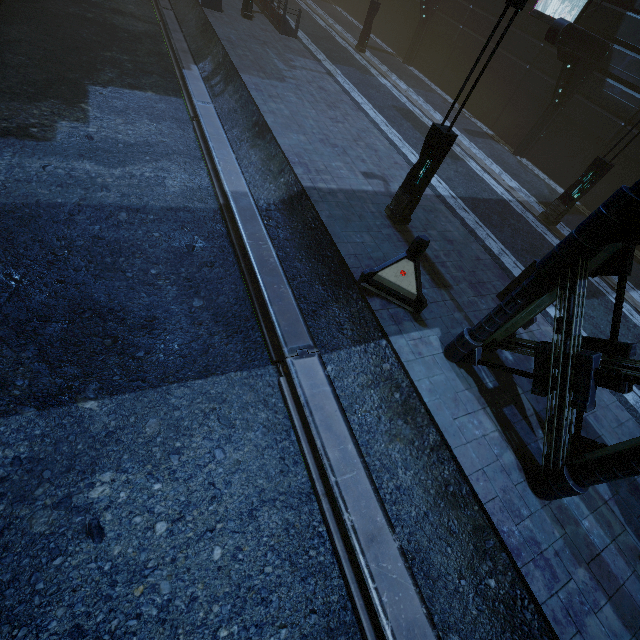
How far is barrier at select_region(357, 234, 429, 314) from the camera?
6.7m

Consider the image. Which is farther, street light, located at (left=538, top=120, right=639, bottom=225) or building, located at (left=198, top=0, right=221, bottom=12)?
building, located at (left=198, top=0, right=221, bottom=12)

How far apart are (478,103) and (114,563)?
25.4m

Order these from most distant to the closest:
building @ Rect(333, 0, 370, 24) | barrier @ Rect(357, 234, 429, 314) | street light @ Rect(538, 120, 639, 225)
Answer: building @ Rect(333, 0, 370, 24), street light @ Rect(538, 120, 639, 225), barrier @ Rect(357, 234, 429, 314)

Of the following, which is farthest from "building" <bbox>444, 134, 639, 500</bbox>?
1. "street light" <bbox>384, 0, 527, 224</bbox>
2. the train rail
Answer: "street light" <bbox>384, 0, 527, 224</bbox>

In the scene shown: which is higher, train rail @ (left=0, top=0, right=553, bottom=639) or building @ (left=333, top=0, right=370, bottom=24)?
building @ (left=333, top=0, right=370, bottom=24)

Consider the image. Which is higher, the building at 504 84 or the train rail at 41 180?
the building at 504 84

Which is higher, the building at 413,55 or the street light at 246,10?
the building at 413,55
